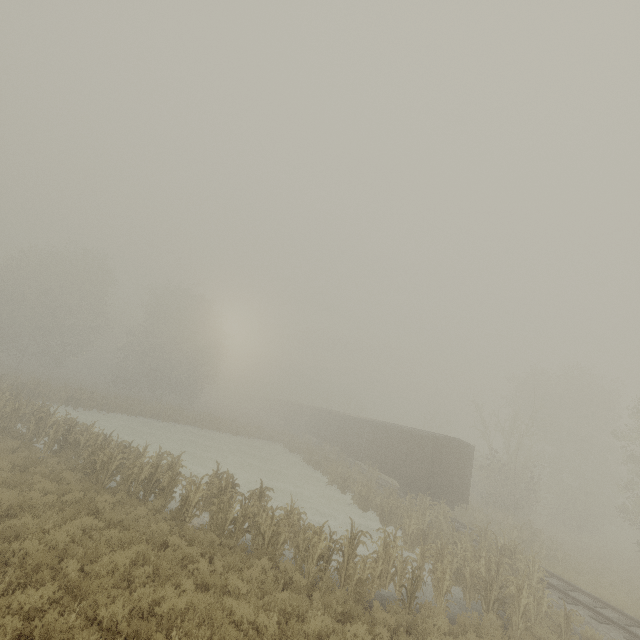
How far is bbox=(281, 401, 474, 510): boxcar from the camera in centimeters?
2069cm

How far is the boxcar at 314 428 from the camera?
20.7 meters

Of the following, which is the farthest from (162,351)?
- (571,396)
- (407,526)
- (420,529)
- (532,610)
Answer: (571,396)
